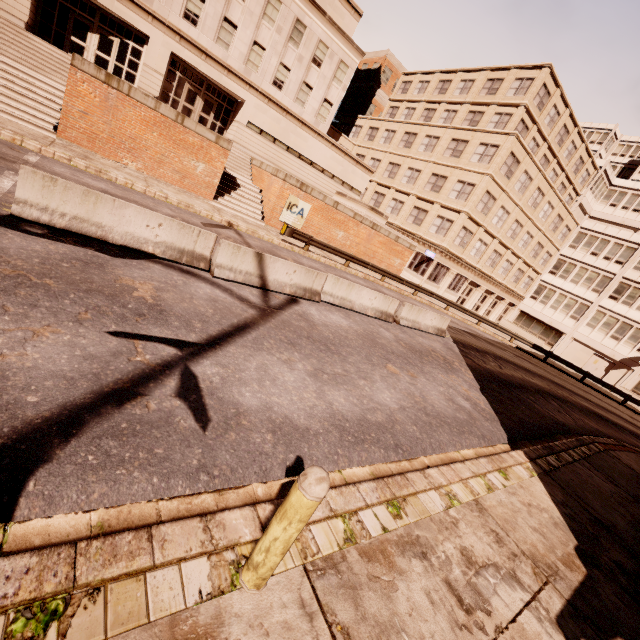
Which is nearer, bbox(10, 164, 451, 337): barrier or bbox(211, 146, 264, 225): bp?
bbox(10, 164, 451, 337): barrier

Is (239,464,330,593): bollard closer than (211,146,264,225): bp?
Yes

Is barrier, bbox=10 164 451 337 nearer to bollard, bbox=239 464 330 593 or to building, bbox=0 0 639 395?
bollard, bbox=239 464 330 593

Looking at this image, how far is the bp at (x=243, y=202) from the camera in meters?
19.2

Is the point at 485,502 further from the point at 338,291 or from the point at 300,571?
the point at 338,291

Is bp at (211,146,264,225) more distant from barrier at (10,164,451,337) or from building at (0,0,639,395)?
barrier at (10,164,451,337)

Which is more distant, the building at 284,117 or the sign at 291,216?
the building at 284,117

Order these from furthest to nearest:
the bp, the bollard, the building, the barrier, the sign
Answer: the building → the sign → the bp → the barrier → the bollard
